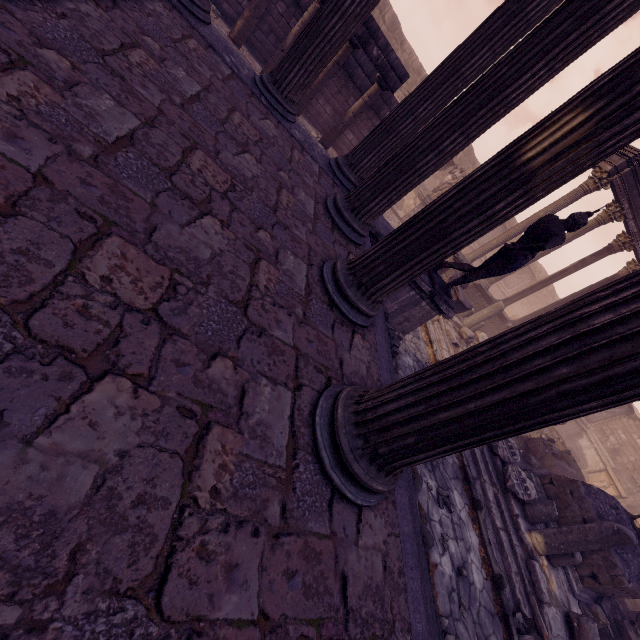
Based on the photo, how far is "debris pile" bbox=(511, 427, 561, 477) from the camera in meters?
9.5

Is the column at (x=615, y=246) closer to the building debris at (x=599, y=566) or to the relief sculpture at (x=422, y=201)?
the relief sculpture at (x=422, y=201)

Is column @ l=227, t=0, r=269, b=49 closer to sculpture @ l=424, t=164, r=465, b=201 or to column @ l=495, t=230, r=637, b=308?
sculpture @ l=424, t=164, r=465, b=201

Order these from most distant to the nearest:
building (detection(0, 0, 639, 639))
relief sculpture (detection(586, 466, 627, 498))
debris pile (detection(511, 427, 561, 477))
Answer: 1. relief sculpture (detection(586, 466, 627, 498))
2. debris pile (detection(511, 427, 561, 477))
3. building (detection(0, 0, 639, 639))

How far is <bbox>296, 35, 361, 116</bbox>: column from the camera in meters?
8.1

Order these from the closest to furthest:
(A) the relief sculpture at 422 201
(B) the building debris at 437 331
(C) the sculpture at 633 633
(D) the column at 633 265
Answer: (C) the sculpture at 633 633 → (B) the building debris at 437 331 → (D) the column at 633 265 → (A) the relief sculpture at 422 201

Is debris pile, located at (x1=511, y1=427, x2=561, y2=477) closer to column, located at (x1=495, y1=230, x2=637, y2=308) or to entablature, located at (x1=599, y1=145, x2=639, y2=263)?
column, located at (x1=495, y1=230, x2=637, y2=308)

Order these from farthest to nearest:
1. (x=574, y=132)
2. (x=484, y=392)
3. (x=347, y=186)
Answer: (x=347, y=186)
(x=574, y=132)
(x=484, y=392)
